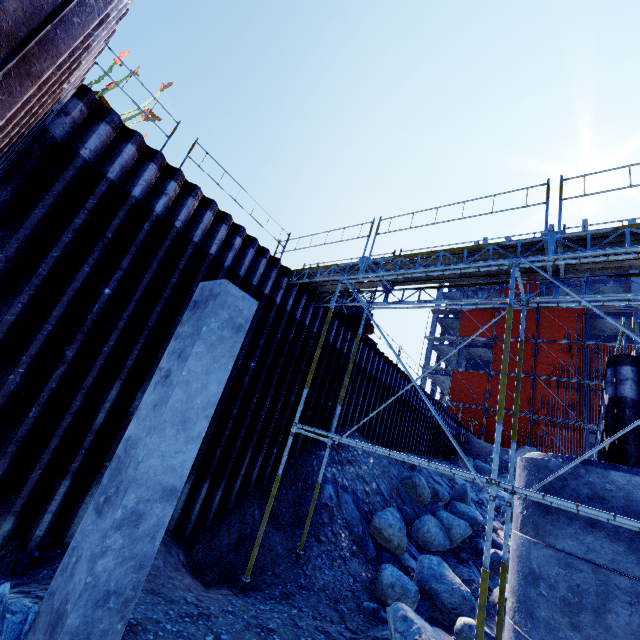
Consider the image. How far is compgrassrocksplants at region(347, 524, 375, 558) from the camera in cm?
838

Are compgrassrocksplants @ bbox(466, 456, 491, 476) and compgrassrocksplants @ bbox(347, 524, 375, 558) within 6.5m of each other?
no

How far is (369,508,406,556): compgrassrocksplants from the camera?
8.6 meters

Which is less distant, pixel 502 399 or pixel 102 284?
pixel 502 399

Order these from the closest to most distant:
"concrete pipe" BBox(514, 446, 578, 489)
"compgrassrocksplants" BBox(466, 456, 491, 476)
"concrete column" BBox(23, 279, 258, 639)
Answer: "concrete column" BBox(23, 279, 258, 639) → "concrete pipe" BBox(514, 446, 578, 489) → "compgrassrocksplants" BBox(466, 456, 491, 476)

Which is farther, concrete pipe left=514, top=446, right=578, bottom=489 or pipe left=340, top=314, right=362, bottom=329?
pipe left=340, top=314, right=362, bottom=329

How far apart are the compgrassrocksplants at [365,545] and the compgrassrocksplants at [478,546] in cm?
446

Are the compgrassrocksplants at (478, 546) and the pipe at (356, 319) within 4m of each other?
no
